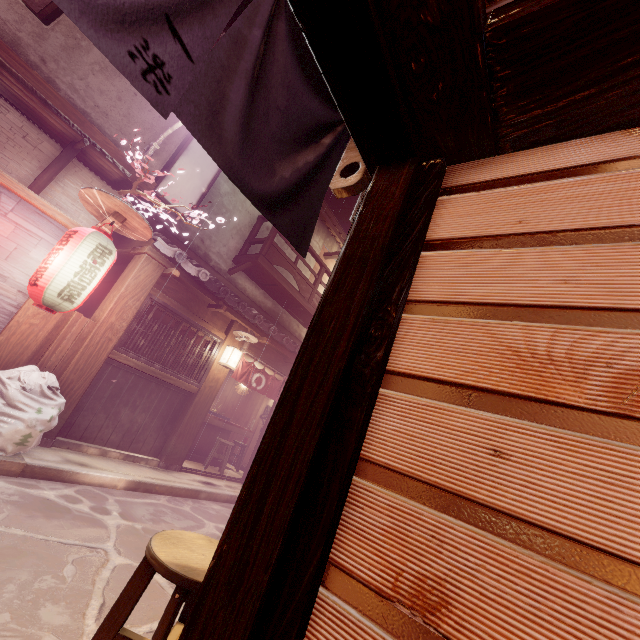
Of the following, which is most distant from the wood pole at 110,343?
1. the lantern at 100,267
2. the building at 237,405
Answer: the building at 237,405

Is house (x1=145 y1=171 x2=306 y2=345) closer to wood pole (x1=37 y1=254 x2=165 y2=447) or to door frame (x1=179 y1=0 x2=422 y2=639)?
wood pole (x1=37 y1=254 x2=165 y2=447)

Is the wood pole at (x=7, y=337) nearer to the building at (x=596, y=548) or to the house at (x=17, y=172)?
the house at (x=17, y=172)

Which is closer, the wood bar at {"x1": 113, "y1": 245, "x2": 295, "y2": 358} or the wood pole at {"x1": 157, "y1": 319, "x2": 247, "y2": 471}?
the wood bar at {"x1": 113, "y1": 245, "x2": 295, "y2": 358}

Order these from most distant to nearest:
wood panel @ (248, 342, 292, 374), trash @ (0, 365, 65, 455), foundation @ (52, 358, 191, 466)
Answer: wood panel @ (248, 342, 292, 374) < foundation @ (52, 358, 191, 466) < trash @ (0, 365, 65, 455)

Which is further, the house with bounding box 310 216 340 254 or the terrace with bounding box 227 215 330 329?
the house with bounding box 310 216 340 254

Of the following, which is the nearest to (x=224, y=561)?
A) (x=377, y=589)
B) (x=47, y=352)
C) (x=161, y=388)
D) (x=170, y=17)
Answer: (x=377, y=589)

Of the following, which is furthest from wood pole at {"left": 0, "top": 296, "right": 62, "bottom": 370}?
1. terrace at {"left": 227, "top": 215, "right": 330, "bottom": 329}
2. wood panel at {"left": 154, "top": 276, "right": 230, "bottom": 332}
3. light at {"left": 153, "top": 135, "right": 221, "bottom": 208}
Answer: terrace at {"left": 227, "top": 215, "right": 330, "bottom": 329}
